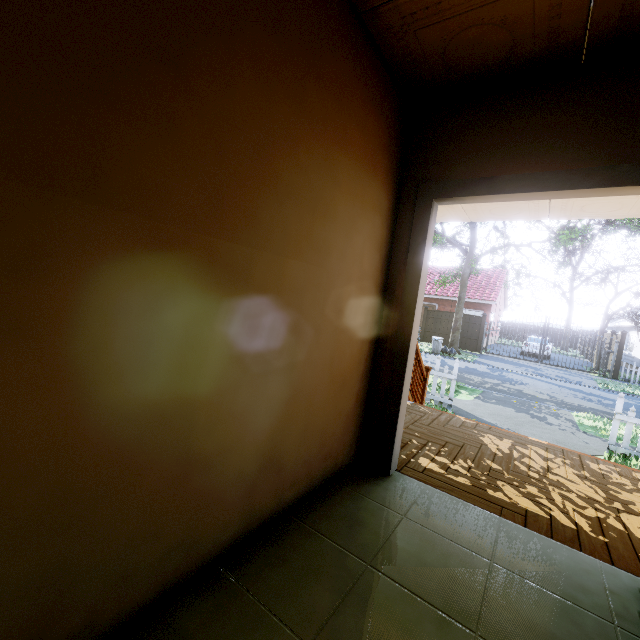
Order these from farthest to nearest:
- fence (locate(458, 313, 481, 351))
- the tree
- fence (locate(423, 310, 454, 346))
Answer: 1. fence (locate(423, 310, 454, 346))
2. fence (locate(458, 313, 481, 351))
3. the tree

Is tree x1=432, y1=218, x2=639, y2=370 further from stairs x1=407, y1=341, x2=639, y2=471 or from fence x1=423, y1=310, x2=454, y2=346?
stairs x1=407, y1=341, x2=639, y2=471

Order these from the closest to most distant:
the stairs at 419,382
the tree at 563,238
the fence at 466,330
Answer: the stairs at 419,382 < the tree at 563,238 < the fence at 466,330

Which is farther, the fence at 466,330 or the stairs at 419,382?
the fence at 466,330

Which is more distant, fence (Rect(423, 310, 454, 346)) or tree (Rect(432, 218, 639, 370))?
fence (Rect(423, 310, 454, 346))

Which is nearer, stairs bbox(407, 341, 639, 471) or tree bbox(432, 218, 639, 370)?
stairs bbox(407, 341, 639, 471)

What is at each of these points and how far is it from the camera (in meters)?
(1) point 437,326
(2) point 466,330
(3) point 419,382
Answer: (1) fence, 22.56
(2) fence, 21.50
(3) stairs, 5.21

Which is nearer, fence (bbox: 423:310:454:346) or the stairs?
the stairs
